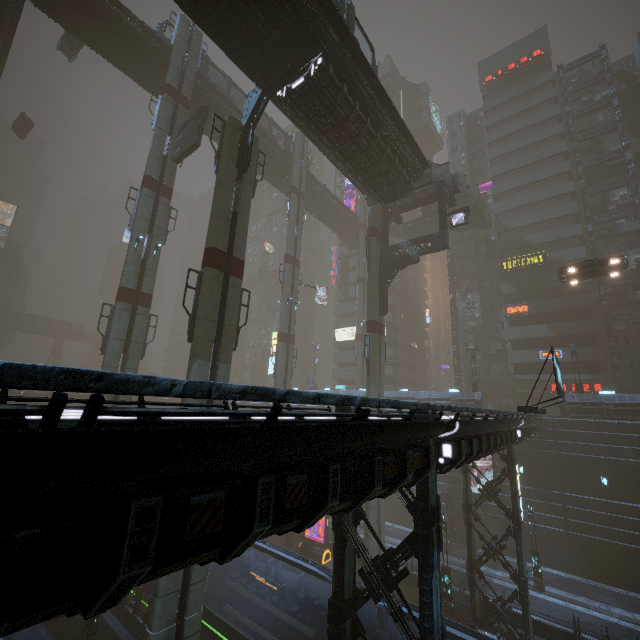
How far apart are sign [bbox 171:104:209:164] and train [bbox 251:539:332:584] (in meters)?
25.34

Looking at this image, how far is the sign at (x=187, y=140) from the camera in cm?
2378

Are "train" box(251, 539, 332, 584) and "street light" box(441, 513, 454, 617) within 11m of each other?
yes

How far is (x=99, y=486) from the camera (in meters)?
2.96

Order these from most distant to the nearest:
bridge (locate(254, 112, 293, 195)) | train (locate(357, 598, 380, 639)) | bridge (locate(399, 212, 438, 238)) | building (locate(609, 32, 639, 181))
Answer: bridge (locate(399, 212, 438, 238)) < building (locate(609, 32, 639, 181)) < bridge (locate(254, 112, 293, 195)) < train (locate(357, 598, 380, 639))

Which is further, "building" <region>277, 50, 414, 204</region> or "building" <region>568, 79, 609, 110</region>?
"building" <region>568, 79, 609, 110</region>

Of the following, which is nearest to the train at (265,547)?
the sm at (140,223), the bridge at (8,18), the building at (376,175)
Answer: the sm at (140,223)

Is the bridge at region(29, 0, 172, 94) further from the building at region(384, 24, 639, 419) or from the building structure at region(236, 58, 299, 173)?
the building at region(384, 24, 639, 419)
